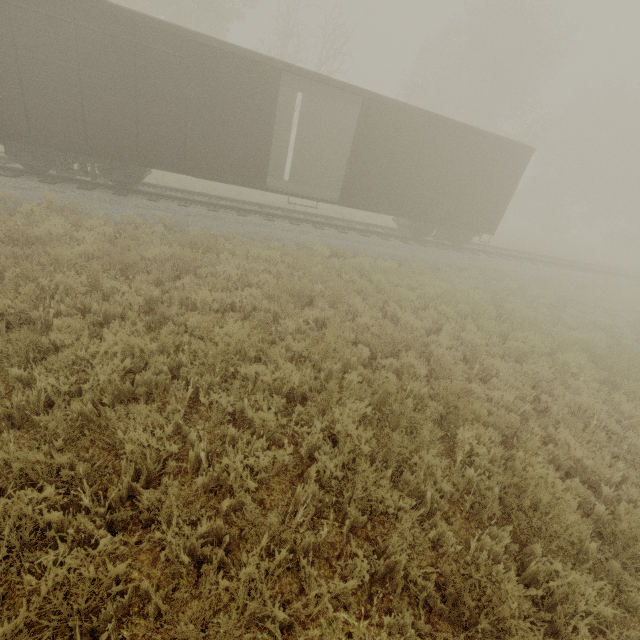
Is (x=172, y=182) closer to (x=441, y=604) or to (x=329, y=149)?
(x=329, y=149)
